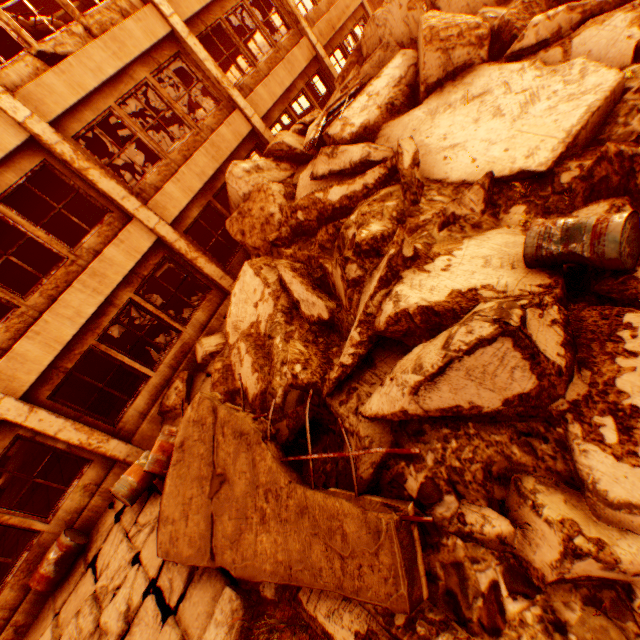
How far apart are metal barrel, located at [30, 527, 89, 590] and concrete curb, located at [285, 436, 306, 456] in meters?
5.1

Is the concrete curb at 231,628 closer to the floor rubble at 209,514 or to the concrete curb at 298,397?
the floor rubble at 209,514

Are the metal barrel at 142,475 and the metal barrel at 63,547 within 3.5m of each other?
Result: yes

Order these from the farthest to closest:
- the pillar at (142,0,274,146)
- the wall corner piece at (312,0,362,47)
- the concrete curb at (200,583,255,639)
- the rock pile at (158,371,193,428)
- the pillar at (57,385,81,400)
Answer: the pillar at (57,385,81,400) → the wall corner piece at (312,0,362,47) → the pillar at (142,0,274,146) → the rock pile at (158,371,193,428) → the concrete curb at (200,583,255,639)

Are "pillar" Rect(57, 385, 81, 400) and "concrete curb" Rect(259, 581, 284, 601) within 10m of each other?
no

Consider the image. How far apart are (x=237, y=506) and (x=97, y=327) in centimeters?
603cm

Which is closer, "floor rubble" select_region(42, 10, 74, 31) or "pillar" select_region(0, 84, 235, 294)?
"pillar" select_region(0, 84, 235, 294)

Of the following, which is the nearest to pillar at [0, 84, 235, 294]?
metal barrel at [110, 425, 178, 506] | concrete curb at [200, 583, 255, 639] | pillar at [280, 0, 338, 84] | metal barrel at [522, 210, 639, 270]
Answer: metal barrel at [110, 425, 178, 506]
